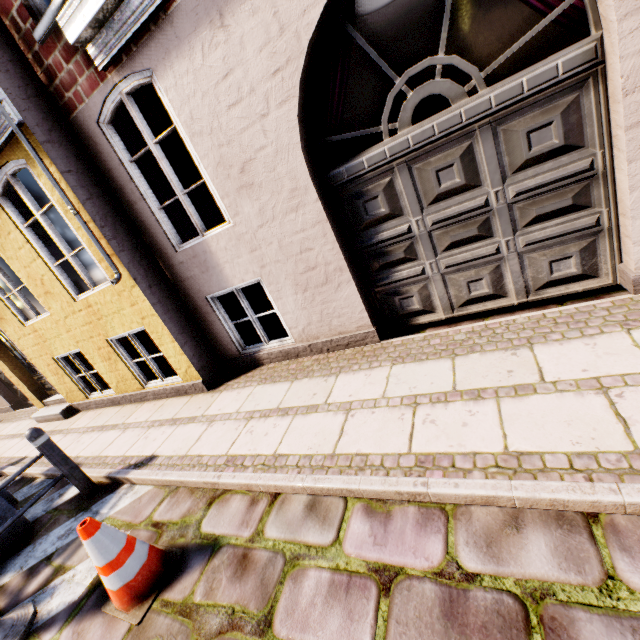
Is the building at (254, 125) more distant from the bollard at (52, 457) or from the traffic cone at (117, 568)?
the traffic cone at (117, 568)

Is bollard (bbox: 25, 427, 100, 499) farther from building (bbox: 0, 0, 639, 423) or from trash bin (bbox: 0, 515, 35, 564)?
building (bbox: 0, 0, 639, 423)

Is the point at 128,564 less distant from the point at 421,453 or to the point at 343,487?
the point at 343,487

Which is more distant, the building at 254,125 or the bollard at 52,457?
the bollard at 52,457

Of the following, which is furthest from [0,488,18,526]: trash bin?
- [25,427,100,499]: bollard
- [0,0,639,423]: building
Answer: [0,0,639,423]: building

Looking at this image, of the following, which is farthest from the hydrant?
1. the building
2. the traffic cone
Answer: the building

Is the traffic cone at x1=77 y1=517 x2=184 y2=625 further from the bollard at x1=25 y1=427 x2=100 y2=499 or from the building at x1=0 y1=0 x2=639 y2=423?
the building at x1=0 y1=0 x2=639 y2=423

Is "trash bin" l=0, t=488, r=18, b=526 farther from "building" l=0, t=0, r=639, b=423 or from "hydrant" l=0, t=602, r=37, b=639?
"building" l=0, t=0, r=639, b=423
